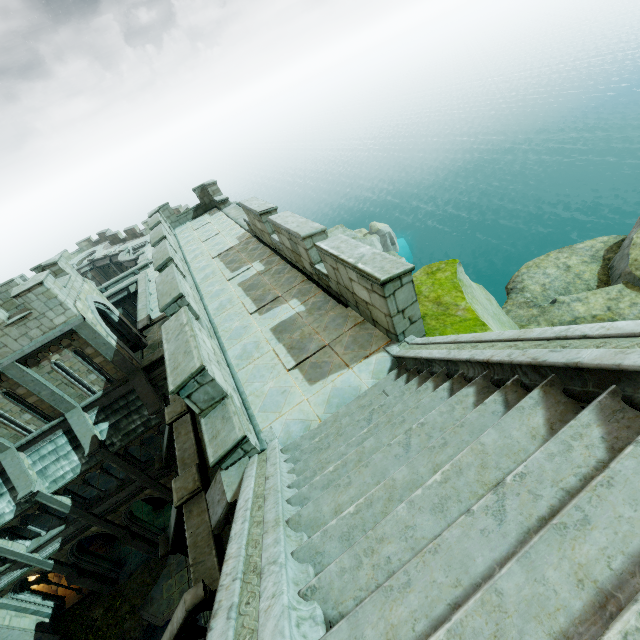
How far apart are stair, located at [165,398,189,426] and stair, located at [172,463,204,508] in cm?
255

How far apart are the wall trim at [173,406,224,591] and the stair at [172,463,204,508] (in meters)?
0.01

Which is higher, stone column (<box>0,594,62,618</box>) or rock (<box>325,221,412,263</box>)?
stone column (<box>0,594,62,618</box>)

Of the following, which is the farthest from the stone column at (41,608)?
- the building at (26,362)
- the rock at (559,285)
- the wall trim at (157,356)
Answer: the rock at (559,285)

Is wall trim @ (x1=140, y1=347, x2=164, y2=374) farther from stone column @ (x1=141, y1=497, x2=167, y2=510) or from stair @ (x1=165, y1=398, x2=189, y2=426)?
stone column @ (x1=141, y1=497, x2=167, y2=510)

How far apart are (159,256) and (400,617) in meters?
10.7

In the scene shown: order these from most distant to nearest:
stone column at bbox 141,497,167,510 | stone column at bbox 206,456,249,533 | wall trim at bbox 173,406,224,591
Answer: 1. stone column at bbox 141,497,167,510
2. wall trim at bbox 173,406,224,591
3. stone column at bbox 206,456,249,533

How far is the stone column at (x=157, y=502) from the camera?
21.7m
